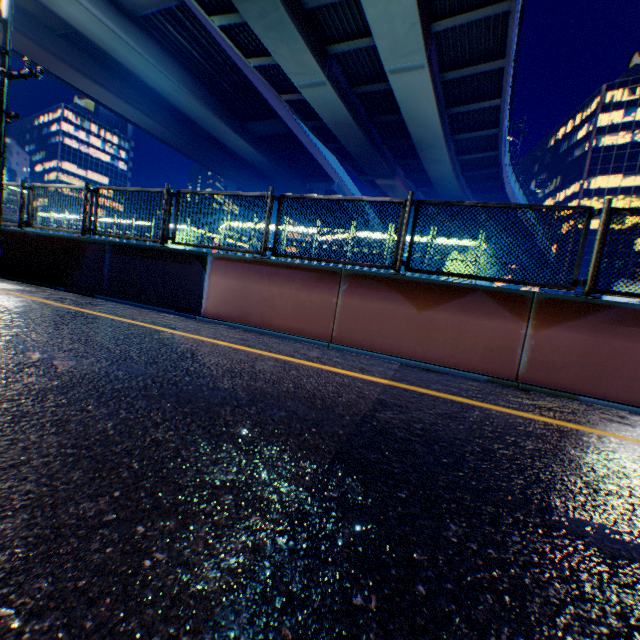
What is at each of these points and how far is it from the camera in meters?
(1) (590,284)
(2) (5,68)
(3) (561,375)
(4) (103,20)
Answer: (1) metal fence, 4.2
(2) electric pole, 7.5
(3) overpass support, 4.4
(4) overpass support, 17.7

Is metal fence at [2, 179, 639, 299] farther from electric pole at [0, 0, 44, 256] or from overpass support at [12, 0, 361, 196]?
electric pole at [0, 0, 44, 256]

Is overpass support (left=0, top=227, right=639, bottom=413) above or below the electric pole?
below

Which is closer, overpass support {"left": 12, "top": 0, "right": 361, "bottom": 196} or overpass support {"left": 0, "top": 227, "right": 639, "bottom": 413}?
overpass support {"left": 0, "top": 227, "right": 639, "bottom": 413}

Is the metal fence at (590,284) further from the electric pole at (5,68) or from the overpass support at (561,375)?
the electric pole at (5,68)

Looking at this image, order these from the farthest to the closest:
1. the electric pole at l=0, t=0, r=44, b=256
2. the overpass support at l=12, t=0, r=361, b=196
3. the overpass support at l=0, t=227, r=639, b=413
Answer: the overpass support at l=12, t=0, r=361, b=196 → the electric pole at l=0, t=0, r=44, b=256 → the overpass support at l=0, t=227, r=639, b=413
